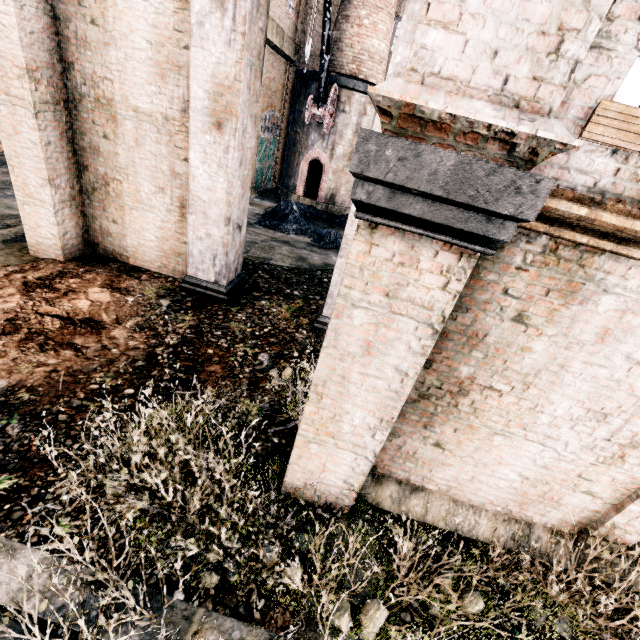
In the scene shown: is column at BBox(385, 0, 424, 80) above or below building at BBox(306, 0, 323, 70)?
below

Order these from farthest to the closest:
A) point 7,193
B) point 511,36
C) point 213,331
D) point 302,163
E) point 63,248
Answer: point 302,163 < point 7,193 < point 63,248 < point 213,331 < point 511,36

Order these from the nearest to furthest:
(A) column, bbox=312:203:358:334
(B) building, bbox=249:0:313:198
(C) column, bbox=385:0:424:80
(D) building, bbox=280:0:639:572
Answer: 1. (D) building, bbox=280:0:639:572
2. (C) column, bbox=385:0:424:80
3. (A) column, bbox=312:203:358:334
4. (B) building, bbox=249:0:313:198

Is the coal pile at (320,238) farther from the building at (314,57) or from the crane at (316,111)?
the crane at (316,111)

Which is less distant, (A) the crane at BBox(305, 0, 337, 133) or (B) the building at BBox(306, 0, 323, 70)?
(A) the crane at BBox(305, 0, 337, 133)

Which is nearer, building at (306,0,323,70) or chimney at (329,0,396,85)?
chimney at (329,0,396,85)

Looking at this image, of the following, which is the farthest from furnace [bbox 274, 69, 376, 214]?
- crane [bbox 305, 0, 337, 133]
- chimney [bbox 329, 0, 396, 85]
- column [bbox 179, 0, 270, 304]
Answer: column [bbox 179, 0, 270, 304]

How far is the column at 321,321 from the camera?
7.64m
